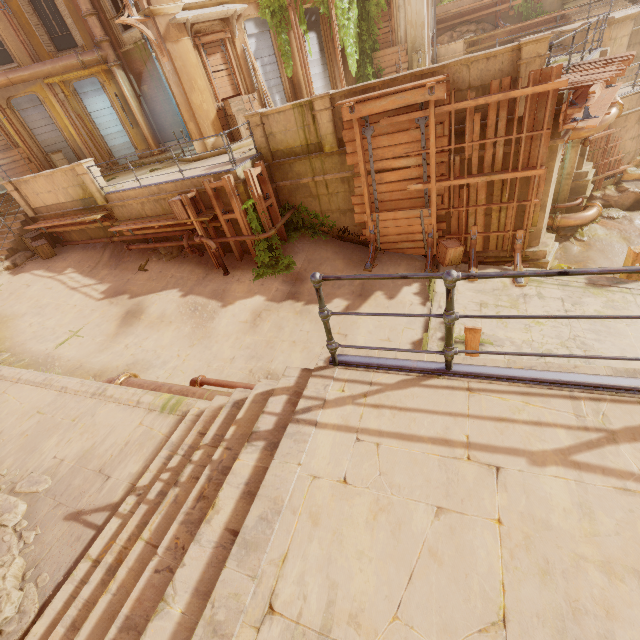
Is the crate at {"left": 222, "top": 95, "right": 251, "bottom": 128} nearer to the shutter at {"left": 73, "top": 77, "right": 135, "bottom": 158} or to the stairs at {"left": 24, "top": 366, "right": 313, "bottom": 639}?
the shutter at {"left": 73, "top": 77, "right": 135, "bottom": 158}

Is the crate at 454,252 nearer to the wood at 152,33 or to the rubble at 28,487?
the rubble at 28,487

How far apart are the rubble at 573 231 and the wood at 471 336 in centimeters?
1393cm

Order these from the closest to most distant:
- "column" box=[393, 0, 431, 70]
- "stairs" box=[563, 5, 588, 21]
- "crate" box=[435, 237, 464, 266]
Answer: "crate" box=[435, 237, 464, 266]
"column" box=[393, 0, 431, 70]
"stairs" box=[563, 5, 588, 21]

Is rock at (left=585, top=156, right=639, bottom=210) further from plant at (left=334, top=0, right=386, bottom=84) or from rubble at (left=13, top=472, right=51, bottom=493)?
rubble at (left=13, top=472, right=51, bottom=493)

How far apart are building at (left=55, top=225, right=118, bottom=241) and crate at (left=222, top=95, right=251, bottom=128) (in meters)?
5.87

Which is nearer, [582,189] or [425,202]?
[425,202]

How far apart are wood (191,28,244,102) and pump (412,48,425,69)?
9.6 meters
